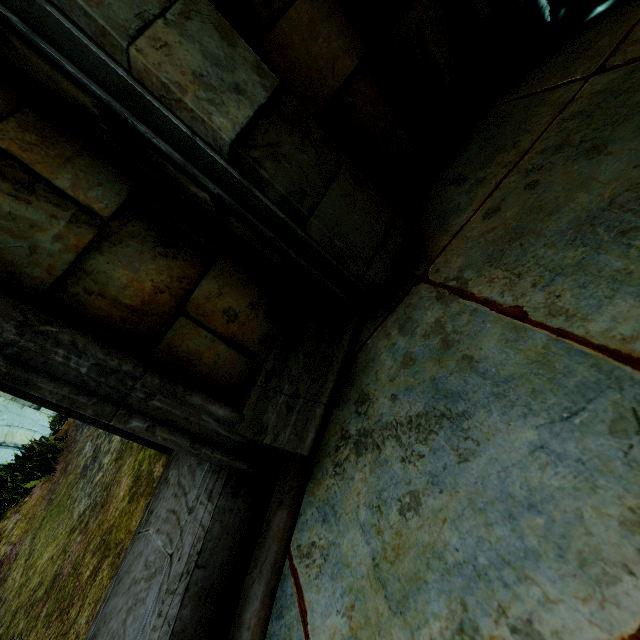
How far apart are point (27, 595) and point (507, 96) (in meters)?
6.57
